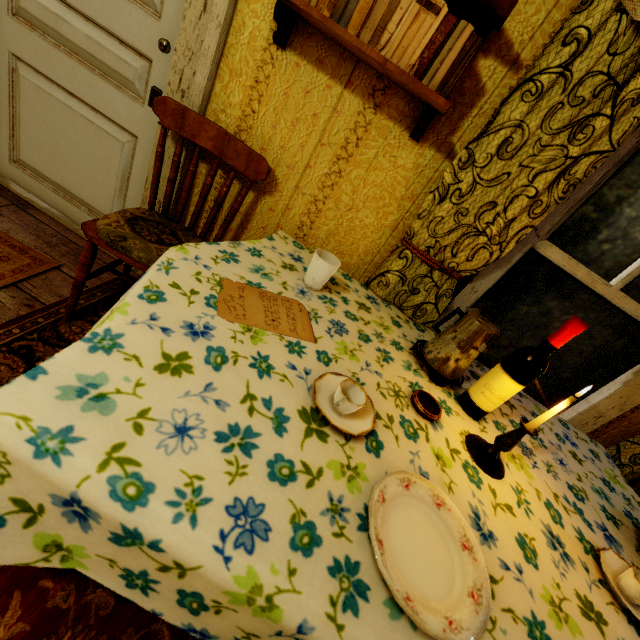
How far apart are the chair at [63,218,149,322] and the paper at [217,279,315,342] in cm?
50

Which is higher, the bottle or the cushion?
the bottle

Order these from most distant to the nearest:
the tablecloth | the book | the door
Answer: the door, the book, the tablecloth

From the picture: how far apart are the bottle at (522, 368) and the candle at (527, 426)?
0.2 meters

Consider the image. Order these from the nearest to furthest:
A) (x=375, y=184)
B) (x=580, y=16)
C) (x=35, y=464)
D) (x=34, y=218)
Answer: (x=35, y=464) → (x=580, y=16) → (x=375, y=184) → (x=34, y=218)

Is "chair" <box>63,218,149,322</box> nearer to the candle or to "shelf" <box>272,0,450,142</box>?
"shelf" <box>272,0,450,142</box>

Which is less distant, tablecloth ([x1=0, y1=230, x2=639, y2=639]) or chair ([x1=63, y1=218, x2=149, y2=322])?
tablecloth ([x1=0, y1=230, x2=639, y2=639])

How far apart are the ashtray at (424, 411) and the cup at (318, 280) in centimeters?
54cm
